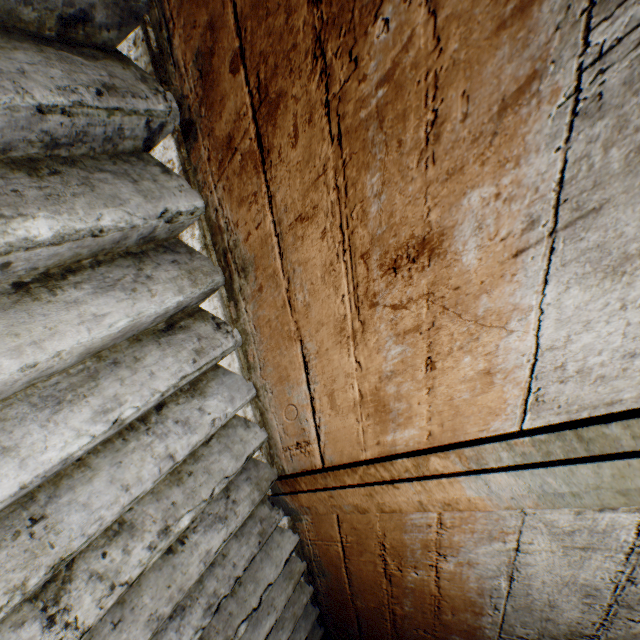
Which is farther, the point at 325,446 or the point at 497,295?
the point at 325,446
